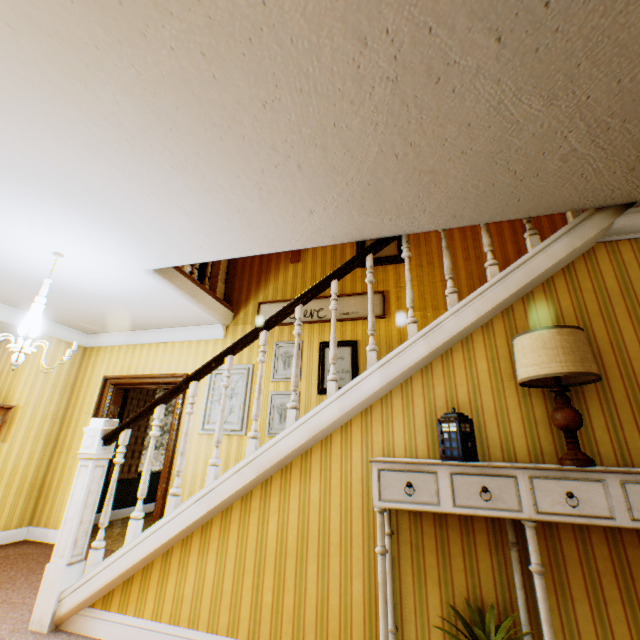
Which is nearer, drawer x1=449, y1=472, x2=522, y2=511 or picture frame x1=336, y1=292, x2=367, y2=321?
drawer x1=449, y1=472, x2=522, y2=511

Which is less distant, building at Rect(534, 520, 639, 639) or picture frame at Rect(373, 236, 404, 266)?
building at Rect(534, 520, 639, 639)

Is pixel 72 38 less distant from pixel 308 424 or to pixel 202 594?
pixel 308 424

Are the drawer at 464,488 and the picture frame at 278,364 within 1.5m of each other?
no

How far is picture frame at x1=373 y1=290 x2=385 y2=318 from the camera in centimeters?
452cm

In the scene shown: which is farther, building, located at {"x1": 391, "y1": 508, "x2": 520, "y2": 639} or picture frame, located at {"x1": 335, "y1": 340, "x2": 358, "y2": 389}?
picture frame, located at {"x1": 335, "y1": 340, "x2": 358, "y2": 389}

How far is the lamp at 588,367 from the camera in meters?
1.8 m

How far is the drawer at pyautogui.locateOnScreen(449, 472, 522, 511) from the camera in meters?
1.7 m
